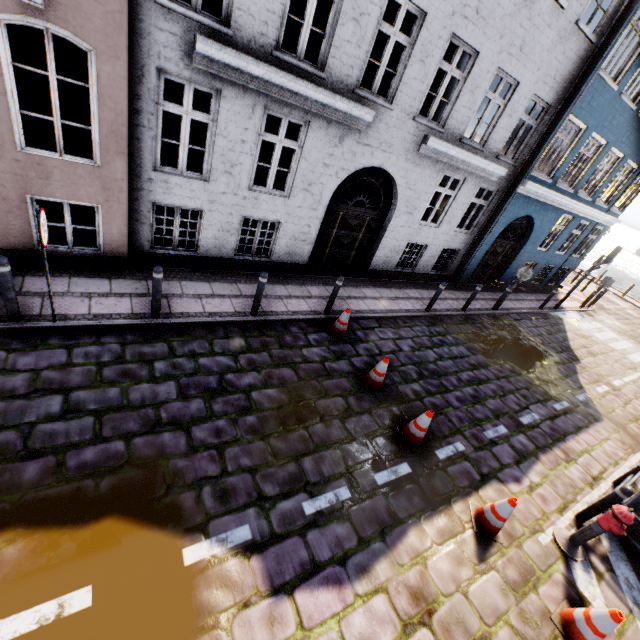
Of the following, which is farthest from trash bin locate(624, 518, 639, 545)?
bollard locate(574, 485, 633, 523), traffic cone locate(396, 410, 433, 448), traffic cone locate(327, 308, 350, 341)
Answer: traffic cone locate(327, 308, 350, 341)

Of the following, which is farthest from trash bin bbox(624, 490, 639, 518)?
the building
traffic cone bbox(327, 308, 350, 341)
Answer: traffic cone bbox(327, 308, 350, 341)

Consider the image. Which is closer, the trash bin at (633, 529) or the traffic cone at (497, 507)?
the traffic cone at (497, 507)

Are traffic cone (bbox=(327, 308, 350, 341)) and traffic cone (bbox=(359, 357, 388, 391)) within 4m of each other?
yes

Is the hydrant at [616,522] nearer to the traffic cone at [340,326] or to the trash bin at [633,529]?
the trash bin at [633,529]

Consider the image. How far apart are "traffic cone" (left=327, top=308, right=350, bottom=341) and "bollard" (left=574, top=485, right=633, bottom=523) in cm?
541

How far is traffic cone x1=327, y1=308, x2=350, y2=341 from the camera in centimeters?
766cm

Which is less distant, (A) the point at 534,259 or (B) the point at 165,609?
(B) the point at 165,609
